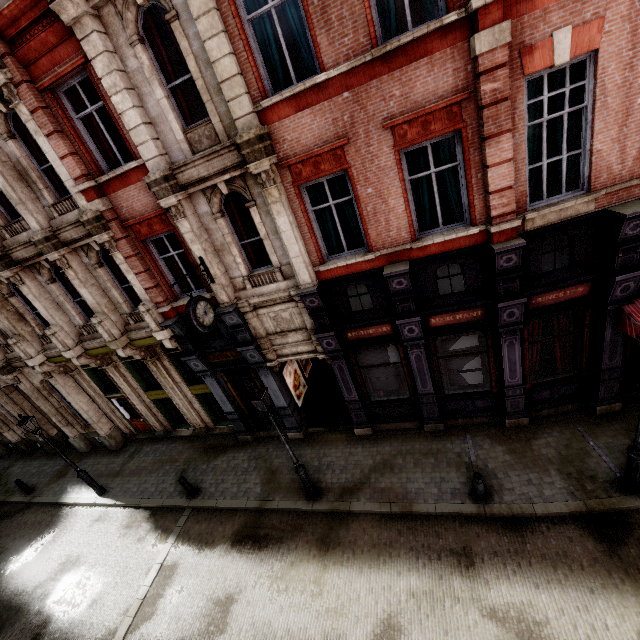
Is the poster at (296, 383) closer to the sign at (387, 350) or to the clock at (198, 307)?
the sign at (387, 350)

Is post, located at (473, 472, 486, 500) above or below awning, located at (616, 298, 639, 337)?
below

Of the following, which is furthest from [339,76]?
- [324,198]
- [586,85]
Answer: [586,85]

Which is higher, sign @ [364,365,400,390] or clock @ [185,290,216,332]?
clock @ [185,290,216,332]

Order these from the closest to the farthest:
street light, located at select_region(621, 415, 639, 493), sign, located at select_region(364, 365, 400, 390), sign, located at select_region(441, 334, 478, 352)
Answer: street light, located at select_region(621, 415, 639, 493) → sign, located at select_region(441, 334, 478, 352) → sign, located at select_region(364, 365, 400, 390)

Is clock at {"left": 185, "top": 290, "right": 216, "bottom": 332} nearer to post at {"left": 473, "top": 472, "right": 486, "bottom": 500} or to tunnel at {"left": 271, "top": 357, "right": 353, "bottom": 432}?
tunnel at {"left": 271, "top": 357, "right": 353, "bottom": 432}

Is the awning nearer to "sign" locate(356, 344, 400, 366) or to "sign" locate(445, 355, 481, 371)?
"sign" locate(445, 355, 481, 371)

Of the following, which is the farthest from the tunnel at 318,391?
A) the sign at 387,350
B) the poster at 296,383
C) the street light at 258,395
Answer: the street light at 258,395
